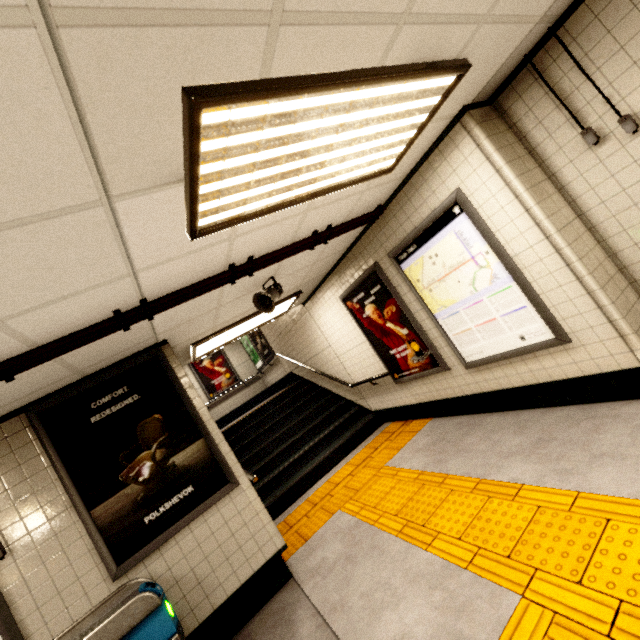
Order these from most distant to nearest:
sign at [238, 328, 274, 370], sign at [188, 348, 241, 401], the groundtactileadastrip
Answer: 1. sign at [188, 348, 241, 401]
2. sign at [238, 328, 274, 370]
3. the groundtactileadastrip

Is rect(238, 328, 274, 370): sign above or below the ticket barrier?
above

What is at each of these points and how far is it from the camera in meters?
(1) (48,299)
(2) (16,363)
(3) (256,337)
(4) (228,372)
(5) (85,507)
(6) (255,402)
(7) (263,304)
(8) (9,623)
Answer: (1) storm drain, 1.9
(2) pipe, 2.2
(3) sign, 10.4
(4) sign, 11.9
(5) sign, 3.0
(6) building, 12.0
(7) loudspeaker, 3.9
(8) sign, 2.6

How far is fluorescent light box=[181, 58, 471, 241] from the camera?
1.4 meters

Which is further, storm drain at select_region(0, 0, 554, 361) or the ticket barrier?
the ticket barrier

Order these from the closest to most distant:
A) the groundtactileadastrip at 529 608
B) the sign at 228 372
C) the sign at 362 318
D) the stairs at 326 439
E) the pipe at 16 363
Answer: the groundtactileadastrip at 529 608, the pipe at 16 363, the sign at 362 318, the stairs at 326 439, the sign at 228 372

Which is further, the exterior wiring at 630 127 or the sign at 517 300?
the sign at 517 300

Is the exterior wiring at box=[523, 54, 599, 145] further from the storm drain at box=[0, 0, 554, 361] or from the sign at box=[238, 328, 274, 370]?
the sign at box=[238, 328, 274, 370]
